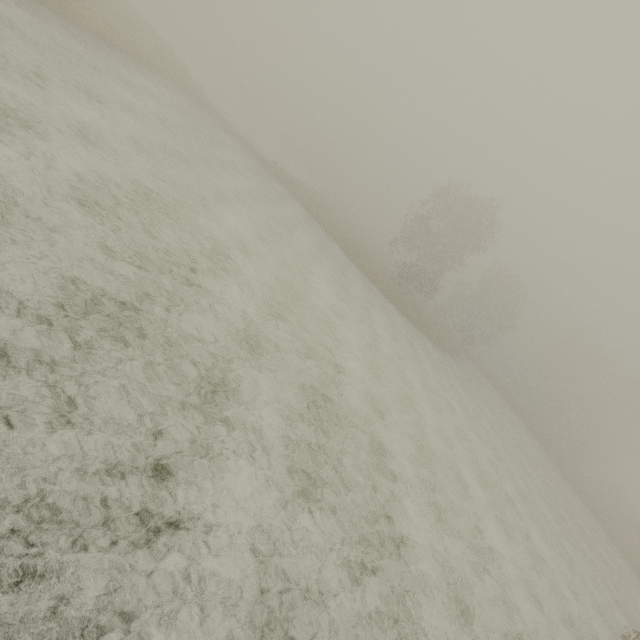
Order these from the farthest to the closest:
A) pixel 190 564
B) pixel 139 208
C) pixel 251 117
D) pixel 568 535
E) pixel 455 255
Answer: pixel 251 117 → pixel 455 255 → pixel 568 535 → pixel 139 208 → pixel 190 564
